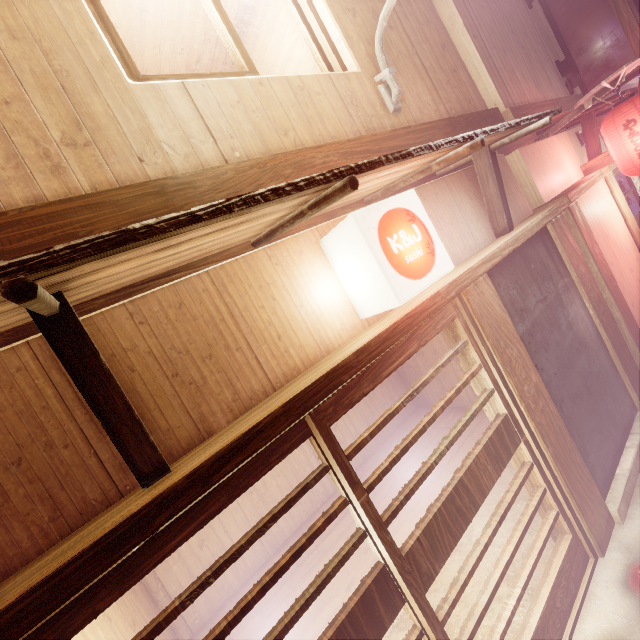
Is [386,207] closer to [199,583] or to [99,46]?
[99,46]

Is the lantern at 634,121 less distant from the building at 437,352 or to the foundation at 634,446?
the building at 437,352

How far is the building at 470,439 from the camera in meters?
8.3

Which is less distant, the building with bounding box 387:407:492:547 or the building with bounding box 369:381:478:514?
the building with bounding box 387:407:492:547

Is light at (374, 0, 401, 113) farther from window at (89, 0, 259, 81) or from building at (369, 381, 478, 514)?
building at (369, 381, 478, 514)

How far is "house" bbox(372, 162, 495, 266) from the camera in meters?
5.9

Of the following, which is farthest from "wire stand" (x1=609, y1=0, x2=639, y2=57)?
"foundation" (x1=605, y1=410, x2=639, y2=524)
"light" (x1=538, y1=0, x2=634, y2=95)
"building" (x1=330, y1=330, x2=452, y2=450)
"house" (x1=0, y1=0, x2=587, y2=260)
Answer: "foundation" (x1=605, y1=410, x2=639, y2=524)

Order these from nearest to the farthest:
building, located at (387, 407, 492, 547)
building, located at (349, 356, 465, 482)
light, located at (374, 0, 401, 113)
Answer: light, located at (374, 0, 401, 113), building, located at (387, 407, 492, 547), building, located at (349, 356, 465, 482)
